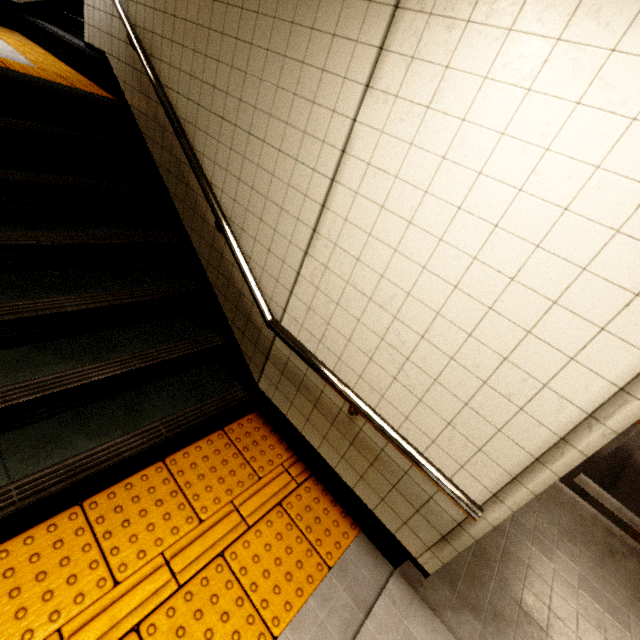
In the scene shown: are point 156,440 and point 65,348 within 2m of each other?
yes

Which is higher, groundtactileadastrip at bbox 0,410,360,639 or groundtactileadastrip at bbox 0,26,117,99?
groundtactileadastrip at bbox 0,26,117,99

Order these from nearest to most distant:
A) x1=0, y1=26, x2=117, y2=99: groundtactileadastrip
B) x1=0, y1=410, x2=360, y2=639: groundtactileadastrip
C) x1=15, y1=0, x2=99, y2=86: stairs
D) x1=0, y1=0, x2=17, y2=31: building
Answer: x1=0, y1=410, x2=360, y2=639: groundtactileadastrip, x1=0, y1=26, x2=117, y2=99: groundtactileadastrip, x1=15, y1=0, x2=99, y2=86: stairs, x1=0, y1=0, x2=17, y2=31: building

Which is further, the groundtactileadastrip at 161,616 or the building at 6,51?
the building at 6,51

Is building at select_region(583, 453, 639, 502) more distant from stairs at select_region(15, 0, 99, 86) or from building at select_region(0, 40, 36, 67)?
building at select_region(0, 40, 36, 67)

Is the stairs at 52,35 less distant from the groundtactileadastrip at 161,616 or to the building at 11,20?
the building at 11,20

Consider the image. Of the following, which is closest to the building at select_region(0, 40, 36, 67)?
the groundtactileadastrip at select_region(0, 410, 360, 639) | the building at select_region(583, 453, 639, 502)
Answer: the groundtactileadastrip at select_region(0, 410, 360, 639)

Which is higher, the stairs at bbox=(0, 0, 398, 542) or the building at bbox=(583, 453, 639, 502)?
the stairs at bbox=(0, 0, 398, 542)
